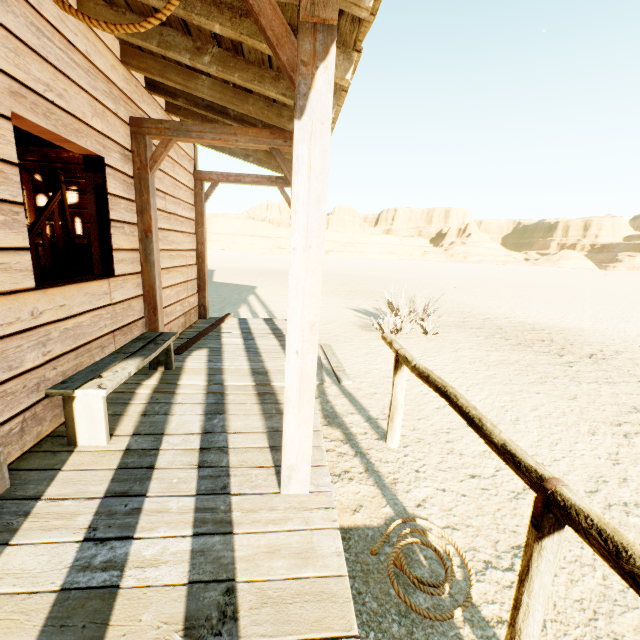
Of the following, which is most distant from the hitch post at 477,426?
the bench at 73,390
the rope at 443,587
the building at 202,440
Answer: the bench at 73,390

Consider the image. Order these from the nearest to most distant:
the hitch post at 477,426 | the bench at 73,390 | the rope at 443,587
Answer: the hitch post at 477,426, the rope at 443,587, the bench at 73,390

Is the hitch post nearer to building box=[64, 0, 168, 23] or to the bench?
building box=[64, 0, 168, 23]

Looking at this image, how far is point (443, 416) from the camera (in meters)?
3.87

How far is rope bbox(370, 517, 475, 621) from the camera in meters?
1.7

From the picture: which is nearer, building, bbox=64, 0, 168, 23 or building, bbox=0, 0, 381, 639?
building, bbox=0, 0, 381, 639

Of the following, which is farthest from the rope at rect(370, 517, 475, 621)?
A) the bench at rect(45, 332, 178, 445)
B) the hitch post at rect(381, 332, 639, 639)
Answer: the bench at rect(45, 332, 178, 445)

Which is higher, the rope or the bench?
the bench
